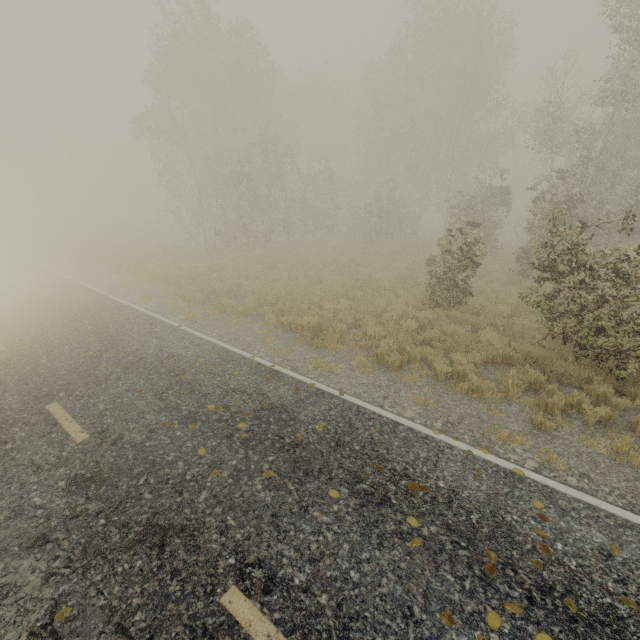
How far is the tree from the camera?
2.94m

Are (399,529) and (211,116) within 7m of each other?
no

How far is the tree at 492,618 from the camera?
2.9m
